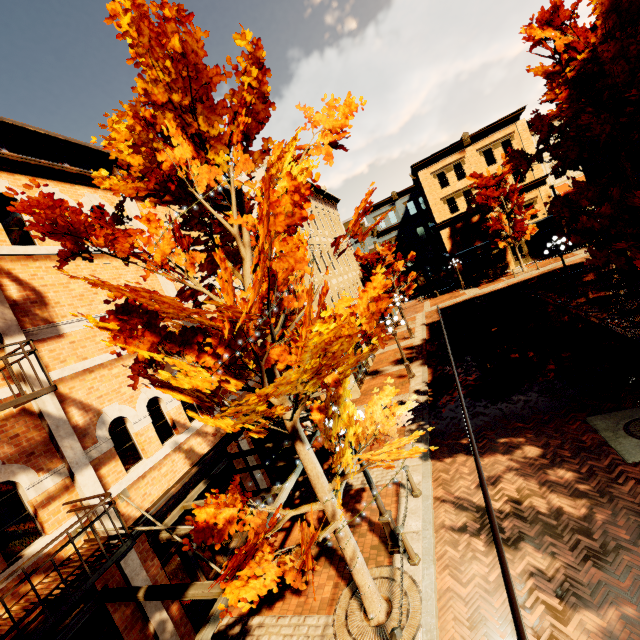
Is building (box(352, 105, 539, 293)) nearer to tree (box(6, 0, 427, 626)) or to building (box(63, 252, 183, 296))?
tree (box(6, 0, 427, 626))

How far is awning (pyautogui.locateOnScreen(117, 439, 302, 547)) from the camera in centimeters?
579cm

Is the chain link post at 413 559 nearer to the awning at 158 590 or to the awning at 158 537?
the awning at 158 537

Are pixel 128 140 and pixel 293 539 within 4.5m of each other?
no

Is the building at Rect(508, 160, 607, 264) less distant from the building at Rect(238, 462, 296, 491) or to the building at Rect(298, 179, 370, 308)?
the building at Rect(298, 179, 370, 308)

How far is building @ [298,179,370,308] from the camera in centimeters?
1975cm

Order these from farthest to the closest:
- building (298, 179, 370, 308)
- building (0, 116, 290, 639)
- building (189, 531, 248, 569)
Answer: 1. building (298, 179, 370, 308)
2. building (189, 531, 248, 569)
3. building (0, 116, 290, 639)

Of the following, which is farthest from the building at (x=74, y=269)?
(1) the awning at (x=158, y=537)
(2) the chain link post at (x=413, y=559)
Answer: (2) the chain link post at (x=413, y=559)
